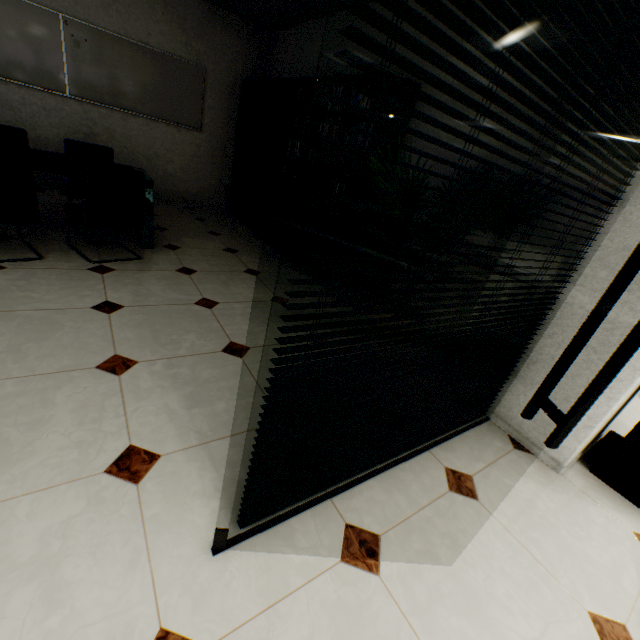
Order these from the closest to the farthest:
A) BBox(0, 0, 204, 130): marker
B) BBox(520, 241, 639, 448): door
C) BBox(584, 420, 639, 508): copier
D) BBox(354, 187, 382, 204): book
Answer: BBox(520, 241, 639, 448): door, BBox(584, 420, 639, 508): copier, BBox(354, 187, 382, 204): book, BBox(0, 0, 204, 130): marker

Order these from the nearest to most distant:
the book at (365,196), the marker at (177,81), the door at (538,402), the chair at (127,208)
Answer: the door at (538,402) → the chair at (127,208) → the book at (365,196) → the marker at (177,81)

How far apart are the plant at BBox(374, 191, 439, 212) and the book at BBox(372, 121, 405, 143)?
0.8 meters

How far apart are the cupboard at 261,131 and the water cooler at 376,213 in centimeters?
198cm

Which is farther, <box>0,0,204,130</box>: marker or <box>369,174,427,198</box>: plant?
<box>0,0,204,130</box>: marker

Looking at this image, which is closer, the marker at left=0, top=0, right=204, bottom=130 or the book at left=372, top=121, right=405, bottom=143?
the book at left=372, top=121, right=405, bottom=143

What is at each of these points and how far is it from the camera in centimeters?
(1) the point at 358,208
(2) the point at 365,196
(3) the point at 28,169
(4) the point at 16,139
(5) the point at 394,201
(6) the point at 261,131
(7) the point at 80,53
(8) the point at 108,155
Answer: (1) book, 346cm
(2) book, 344cm
(3) chair, 250cm
(4) chair, 354cm
(5) plant, 224cm
(6) cupboard, 496cm
(7) paper stack, 434cm
(8) chair, 395cm

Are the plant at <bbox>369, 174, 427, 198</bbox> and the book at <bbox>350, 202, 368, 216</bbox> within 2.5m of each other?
yes
